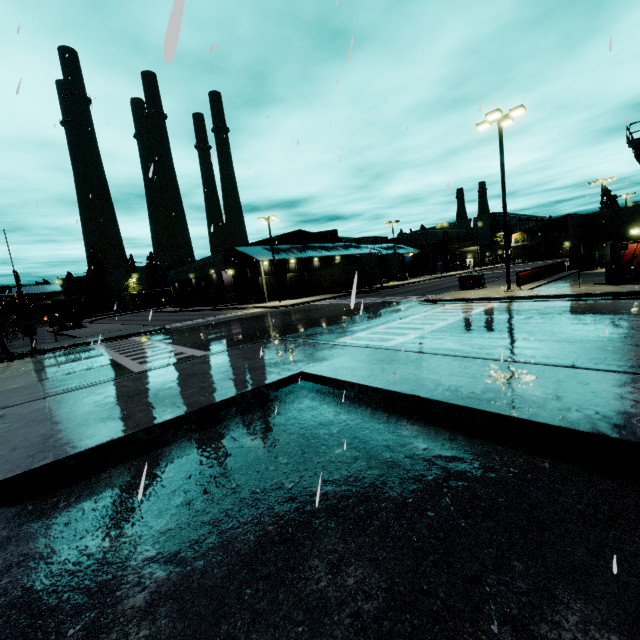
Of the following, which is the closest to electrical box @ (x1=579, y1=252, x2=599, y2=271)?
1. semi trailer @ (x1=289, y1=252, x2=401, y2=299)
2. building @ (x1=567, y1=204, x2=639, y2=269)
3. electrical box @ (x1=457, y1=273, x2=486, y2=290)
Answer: building @ (x1=567, y1=204, x2=639, y2=269)

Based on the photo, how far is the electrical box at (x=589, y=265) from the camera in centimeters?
2816cm

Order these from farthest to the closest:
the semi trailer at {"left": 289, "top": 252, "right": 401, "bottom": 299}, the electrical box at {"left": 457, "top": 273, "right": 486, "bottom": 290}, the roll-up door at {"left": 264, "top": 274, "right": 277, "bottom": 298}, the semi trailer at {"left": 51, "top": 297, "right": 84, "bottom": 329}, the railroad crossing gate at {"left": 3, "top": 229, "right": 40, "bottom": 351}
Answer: the roll-up door at {"left": 264, "top": 274, "right": 277, "bottom": 298}, the semi trailer at {"left": 289, "top": 252, "right": 401, "bottom": 299}, the semi trailer at {"left": 51, "top": 297, "right": 84, "bottom": 329}, the electrical box at {"left": 457, "top": 273, "right": 486, "bottom": 290}, the railroad crossing gate at {"left": 3, "top": 229, "right": 40, "bottom": 351}

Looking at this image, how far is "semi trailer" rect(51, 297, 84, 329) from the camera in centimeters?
3706cm

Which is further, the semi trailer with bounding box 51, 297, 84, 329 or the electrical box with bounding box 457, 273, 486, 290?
the semi trailer with bounding box 51, 297, 84, 329

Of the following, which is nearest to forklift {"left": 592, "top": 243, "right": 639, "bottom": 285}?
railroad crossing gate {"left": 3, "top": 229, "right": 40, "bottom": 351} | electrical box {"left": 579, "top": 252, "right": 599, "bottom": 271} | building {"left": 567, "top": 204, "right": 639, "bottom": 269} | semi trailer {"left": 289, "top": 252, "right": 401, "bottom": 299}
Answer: semi trailer {"left": 289, "top": 252, "right": 401, "bottom": 299}

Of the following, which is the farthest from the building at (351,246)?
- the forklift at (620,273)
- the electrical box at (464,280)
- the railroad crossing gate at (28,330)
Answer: the electrical box at (464,280)

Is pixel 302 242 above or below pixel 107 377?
above
